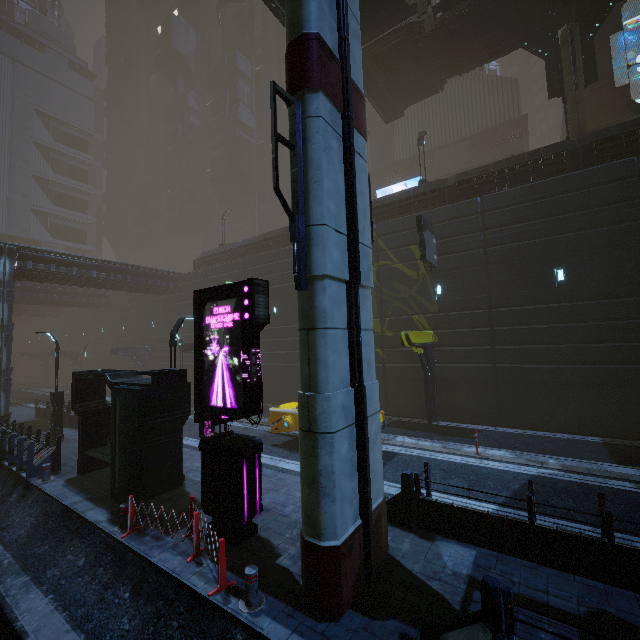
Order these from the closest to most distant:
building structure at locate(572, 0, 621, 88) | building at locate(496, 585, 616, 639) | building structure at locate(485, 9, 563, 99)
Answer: building at locate(496, 585, 616, 639)
building structure at locate(572, 0, 621, 88)
building structure at locate(485, 9, 563, 99)

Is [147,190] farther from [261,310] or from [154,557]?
[154,557]

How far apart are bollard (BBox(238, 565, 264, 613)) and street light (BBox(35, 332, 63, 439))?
16.27m

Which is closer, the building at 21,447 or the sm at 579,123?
the building at 21,447

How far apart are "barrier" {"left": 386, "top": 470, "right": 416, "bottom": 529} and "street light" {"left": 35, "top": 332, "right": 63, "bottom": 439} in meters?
17.0 m

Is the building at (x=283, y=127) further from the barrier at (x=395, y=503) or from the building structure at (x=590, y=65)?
the building structure at (x=590, y=65)

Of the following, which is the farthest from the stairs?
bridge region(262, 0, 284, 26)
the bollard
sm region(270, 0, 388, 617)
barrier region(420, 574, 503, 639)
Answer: the bollard

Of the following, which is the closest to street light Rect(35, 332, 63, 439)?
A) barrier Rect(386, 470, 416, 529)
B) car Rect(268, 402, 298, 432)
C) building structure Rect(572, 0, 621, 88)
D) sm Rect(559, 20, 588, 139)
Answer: car Rect(268, 402, 298, 432)
